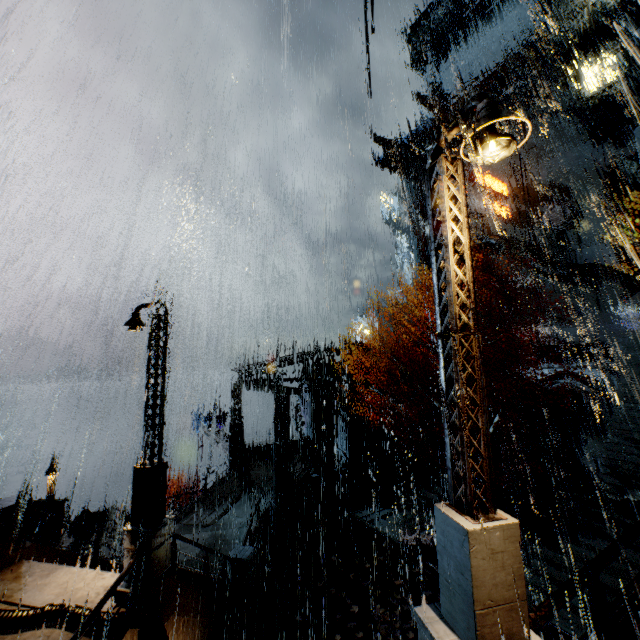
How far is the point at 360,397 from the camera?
24.3m

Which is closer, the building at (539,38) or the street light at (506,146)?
the street light at (506,146)

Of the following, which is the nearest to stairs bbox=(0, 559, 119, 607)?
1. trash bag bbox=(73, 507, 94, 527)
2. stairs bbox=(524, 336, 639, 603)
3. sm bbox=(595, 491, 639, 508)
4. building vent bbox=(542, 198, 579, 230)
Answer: trash bag bbox=(73, 507, 94, 527)

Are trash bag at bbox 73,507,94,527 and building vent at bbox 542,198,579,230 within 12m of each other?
no

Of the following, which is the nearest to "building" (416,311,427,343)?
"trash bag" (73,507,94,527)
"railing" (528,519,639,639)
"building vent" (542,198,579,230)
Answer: "building vent" (542,198,579,230)

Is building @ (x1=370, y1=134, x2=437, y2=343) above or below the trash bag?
above

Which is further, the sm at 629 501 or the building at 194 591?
the sm at 629 501

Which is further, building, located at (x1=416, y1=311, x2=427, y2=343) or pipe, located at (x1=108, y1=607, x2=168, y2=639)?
building, located at (x1=416, y1=311, x2=427, y2=343)
